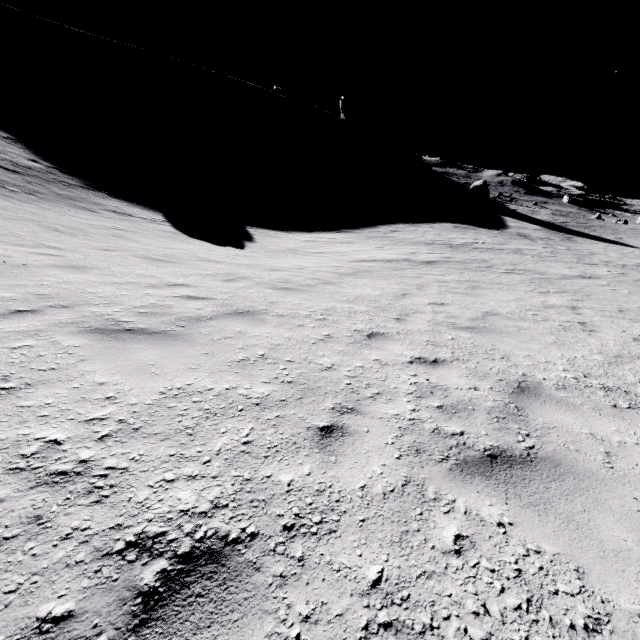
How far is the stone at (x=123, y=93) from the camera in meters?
58.5

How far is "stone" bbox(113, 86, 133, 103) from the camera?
58.53m

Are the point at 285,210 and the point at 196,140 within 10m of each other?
no
